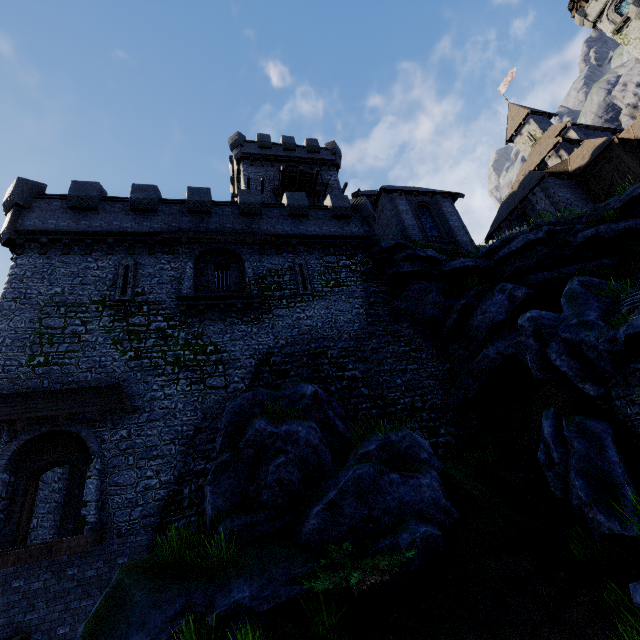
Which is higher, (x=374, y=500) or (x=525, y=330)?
(x=525, y=330)

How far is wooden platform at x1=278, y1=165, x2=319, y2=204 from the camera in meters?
28.6 m

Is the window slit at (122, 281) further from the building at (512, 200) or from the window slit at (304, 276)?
the building at (512, 200)

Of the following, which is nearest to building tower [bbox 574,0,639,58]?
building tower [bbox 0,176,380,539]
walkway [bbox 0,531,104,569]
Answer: building tower [bbox 0,176,380,539]

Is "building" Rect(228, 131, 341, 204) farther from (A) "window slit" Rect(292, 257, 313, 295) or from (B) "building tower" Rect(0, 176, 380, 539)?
(A) "window slit" Rect(292, 257, 313, 295)

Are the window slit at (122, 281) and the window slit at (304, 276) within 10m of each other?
yes

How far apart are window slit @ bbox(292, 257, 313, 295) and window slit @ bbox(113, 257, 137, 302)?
8.29m

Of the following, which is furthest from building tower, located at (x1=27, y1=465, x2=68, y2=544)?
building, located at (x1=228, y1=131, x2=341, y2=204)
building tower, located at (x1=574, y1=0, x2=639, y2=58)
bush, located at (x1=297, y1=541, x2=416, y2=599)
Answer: building tower, located at (x1=574, y1=0, x2=639, y2=58)
